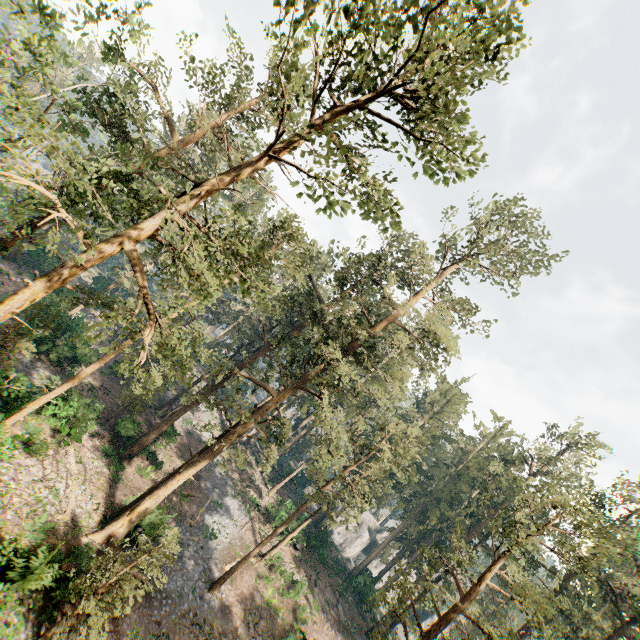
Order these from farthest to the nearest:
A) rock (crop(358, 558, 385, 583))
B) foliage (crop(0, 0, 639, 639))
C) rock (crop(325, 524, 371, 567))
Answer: rock (crop(325, 524, 371, 567)) → rock (crop(358, 558, 385, 583)) → foliage (crop(0, 0, 639, 639))

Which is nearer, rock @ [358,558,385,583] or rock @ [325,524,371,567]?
rock @ [358,558,385,583]

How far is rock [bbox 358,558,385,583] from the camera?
44.3m

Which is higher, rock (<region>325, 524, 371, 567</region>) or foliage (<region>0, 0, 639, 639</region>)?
foliage (<region>0, 0, 639, 639</region>)

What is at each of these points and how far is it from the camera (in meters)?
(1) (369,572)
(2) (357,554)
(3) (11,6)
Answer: (1) rock, 45.81
(2) rock, 58.84
(3) foliage, 13.89

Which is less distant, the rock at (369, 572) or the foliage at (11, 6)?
the foliage at (11, 6)

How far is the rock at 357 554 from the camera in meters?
56.3
